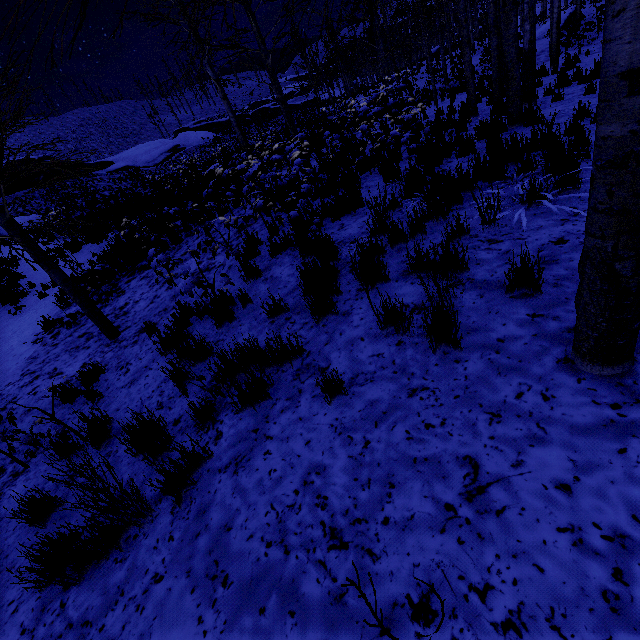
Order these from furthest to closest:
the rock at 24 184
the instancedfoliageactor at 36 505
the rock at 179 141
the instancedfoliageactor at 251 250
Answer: the rock at 179 141 < the rock at 24 184 < the instancedfoliageactor at 251 250 < the instancedfoliageactor at 36 505

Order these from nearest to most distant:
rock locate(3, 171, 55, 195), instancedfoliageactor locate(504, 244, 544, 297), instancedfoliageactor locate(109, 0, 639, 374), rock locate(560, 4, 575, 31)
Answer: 1. instancedfoliageactor locate(109, 0, 639, 374)
2. instancedfoliageactor locate(504, 244, 544, 297)
3. rock locate(560, 4, 575, 31)
4. rock locate(3, 171, 55, 195)

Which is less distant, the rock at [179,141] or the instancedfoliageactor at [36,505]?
the instancedfoliageactor at [36,505]

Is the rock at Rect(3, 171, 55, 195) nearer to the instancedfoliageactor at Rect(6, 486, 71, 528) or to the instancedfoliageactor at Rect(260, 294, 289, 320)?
the instancedfoliageactor at Rect(6, 486, 71, 528)

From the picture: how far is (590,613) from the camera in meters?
1.2 m

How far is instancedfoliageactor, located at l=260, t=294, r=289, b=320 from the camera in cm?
392

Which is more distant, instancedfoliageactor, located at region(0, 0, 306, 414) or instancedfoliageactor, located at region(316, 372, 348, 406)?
instancedfoliageactor, located at region(0, 0, 306, 414)

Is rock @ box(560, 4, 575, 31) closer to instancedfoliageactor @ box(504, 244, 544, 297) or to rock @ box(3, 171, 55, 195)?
instancedfoliageactor @ box(504, 244, 544, 297)
